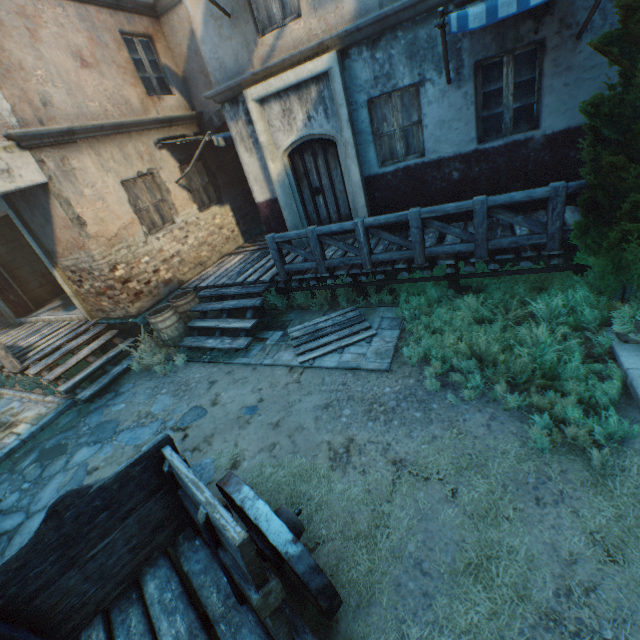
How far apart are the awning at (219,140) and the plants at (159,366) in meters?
4.2 m

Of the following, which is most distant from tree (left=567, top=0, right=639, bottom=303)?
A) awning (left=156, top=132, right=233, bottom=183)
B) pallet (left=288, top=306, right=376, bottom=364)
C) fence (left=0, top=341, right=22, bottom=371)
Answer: fence (left=0, top=341, right=22, bottom=371)

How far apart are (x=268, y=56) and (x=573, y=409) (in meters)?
8.29

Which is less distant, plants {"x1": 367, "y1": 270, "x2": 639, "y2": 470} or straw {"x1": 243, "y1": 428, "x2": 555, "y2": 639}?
straw {"x1": 243, "y1": 428, "x2": 555, "y2": 639}

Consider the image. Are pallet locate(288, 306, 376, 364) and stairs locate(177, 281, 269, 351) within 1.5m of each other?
yes

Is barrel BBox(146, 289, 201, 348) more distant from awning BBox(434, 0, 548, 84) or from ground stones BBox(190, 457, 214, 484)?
awning BBox(434, 0, 548, 84)

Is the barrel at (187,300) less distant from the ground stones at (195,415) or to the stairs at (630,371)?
the ground stones at (195,415)

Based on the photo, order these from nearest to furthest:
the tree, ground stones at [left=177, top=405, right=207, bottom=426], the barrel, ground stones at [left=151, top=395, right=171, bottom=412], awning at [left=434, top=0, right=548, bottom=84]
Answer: the tree, awning at [left=434, top=0, right=548, bottom=84], ground stones at [left=177, top=405, right=207, bottom=426], ground stones at [left=151, top=395, right=171, bottom=412], the barrel
